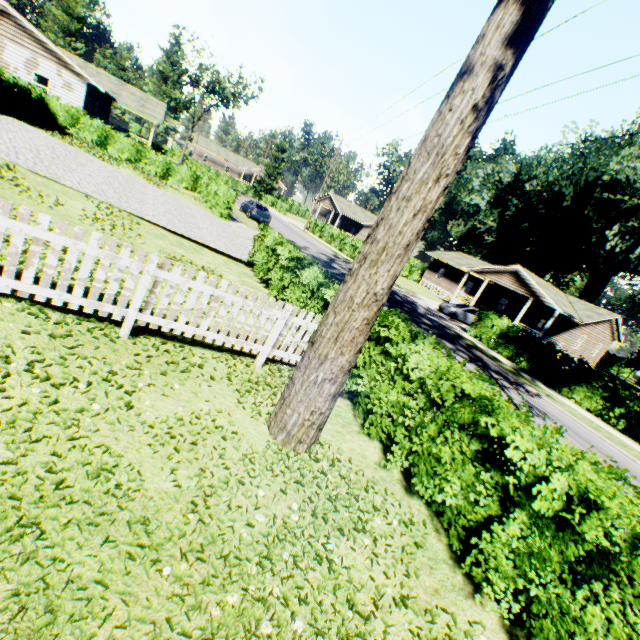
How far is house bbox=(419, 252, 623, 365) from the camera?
30.2m

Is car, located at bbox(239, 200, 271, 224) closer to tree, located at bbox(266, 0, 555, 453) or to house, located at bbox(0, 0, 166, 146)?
house, located at bbox(0, 0, 166, 146)

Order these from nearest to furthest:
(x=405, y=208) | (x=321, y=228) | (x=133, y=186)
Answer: (x=405, y=208), (x=133, y=186), (x=321, y=228)

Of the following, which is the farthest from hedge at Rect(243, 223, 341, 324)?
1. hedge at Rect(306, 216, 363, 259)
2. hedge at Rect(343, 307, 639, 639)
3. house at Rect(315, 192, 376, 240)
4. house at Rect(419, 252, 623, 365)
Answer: house at Rect(315, 192, 376, 240)

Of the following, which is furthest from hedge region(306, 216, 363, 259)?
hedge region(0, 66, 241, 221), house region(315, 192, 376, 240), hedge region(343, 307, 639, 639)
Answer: hedge region(343, 307, 639, 639)

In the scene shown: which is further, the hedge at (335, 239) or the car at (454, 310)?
the hedge at (335, 239)

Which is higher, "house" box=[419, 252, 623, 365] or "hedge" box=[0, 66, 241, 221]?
"house" box=[419, 252, 623, 365]

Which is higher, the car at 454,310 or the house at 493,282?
the house at 493,282
